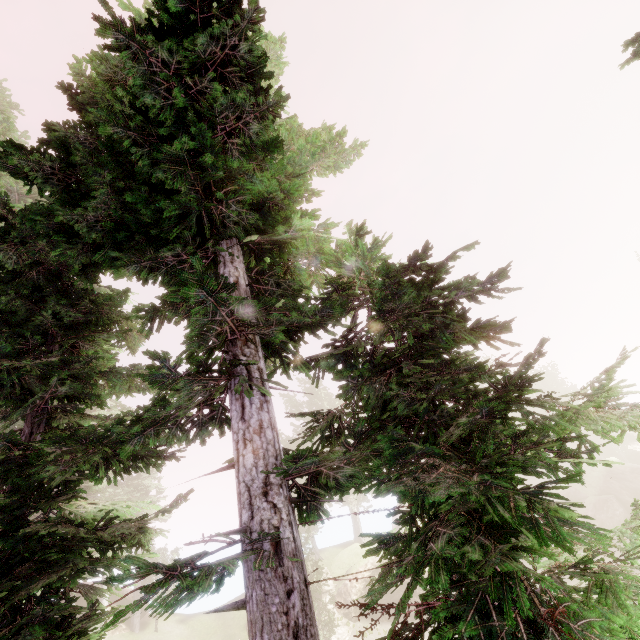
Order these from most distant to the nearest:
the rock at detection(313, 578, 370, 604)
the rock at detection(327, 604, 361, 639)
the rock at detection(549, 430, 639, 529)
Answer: the rock at detection(549, 430, 639, 529), the rock at detection(313, 578, 370, 604), the rock at detection(327, 604, 361, 639)

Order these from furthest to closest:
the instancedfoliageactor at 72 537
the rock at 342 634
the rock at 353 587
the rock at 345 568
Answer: the rock at 345 568
the rock at 353 587
the rock at 342 634
the instancedfoliageactor at 72 537

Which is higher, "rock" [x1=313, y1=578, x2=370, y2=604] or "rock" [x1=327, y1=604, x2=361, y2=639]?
"rock" [x1=313, y1=578, x2=370, y2=604]

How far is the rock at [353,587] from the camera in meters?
26.8

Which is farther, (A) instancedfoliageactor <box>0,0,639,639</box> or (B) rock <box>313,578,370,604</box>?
(B) rock <box>313,578,370,604</box>

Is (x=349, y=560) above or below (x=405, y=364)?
below

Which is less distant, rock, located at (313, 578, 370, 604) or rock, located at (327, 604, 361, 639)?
rock, located at (327, 604, 361, 639)
